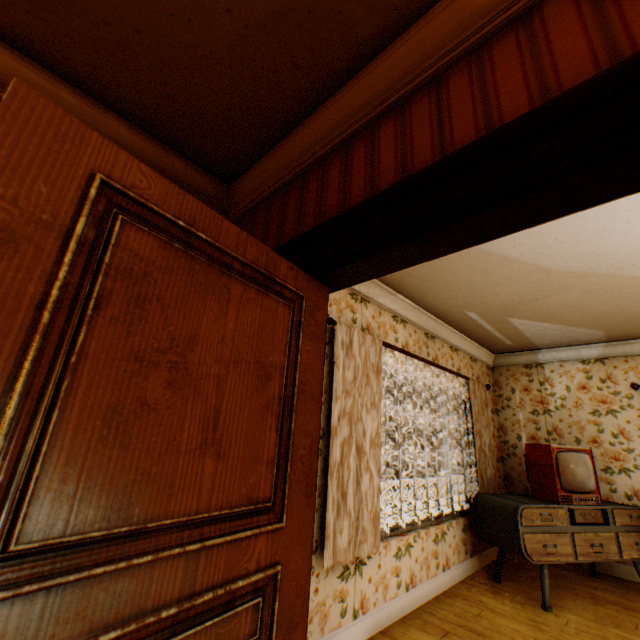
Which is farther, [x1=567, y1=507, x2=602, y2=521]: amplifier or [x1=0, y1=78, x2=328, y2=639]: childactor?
[x1=567, y1=507, x2=602, y2=521]: amplifier

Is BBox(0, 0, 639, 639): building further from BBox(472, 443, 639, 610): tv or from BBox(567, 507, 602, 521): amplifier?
BBox(567, 507, 602, 521): amplifier

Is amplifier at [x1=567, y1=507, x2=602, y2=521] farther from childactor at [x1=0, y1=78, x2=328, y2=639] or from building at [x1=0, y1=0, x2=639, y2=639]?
childactor at [x1=0, y1=78, x2=328, y2=639]

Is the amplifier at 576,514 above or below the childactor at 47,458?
below

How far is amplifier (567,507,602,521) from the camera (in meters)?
3.70

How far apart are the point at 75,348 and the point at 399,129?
1.4m

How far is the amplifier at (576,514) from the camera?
3.70m

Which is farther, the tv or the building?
the tv
